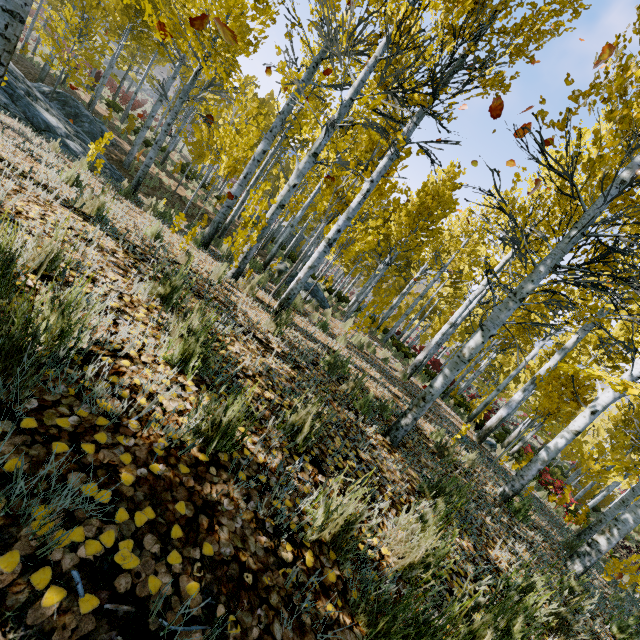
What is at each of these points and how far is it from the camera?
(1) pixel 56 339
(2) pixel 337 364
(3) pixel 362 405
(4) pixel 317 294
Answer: (1) instancedfoliageactor, 1.5m
(2) instancedfoliageactor, 4.4m
(3) instancedfoliageactor, 4.0m
(4) rock, 12.5m

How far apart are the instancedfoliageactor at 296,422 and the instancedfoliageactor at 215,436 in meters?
0.6

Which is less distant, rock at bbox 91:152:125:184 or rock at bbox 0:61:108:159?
rock at bbox 0:61:108:159

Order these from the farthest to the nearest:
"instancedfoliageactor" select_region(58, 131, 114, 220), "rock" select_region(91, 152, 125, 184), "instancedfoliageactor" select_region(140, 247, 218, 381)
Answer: "rock" select_region(91, 152, 125, 184), "instancedfoliageactor" select_region(58, 131, 114, 220), "instancedfoliageactor" select_region(140, 247, 218, 381)

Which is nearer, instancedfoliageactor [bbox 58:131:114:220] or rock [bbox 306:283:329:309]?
instancedfoliageactor [bbox 58:131:114:220]

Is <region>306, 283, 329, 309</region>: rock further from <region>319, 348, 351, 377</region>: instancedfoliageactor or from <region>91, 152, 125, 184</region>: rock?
<region>91, 152, 125, 184</region>: rock

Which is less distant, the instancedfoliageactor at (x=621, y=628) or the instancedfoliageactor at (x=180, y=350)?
the instancedfoliageactor at (x=180, y=350)

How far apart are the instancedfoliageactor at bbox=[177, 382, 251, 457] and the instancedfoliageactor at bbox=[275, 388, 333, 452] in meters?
0.6 m
